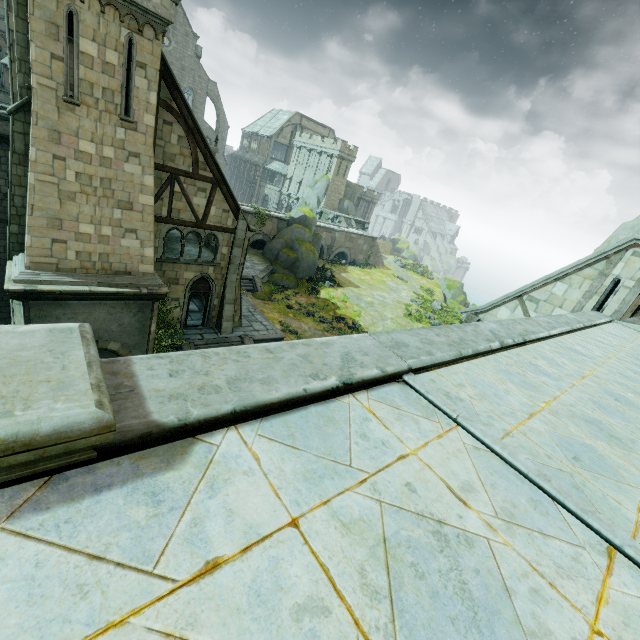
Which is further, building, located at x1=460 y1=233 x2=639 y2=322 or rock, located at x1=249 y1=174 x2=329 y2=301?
rock, located at x1=249 y1=174 x2=329 y2=301

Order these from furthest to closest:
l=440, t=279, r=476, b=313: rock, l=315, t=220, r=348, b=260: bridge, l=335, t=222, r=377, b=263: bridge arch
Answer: l=335, t=222, r=377, b=263: bridge arch
l=440, t=279, r=476, b=313: rock
l=315, t=220, r=348, b=260: bridge

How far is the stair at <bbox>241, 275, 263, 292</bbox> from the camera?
31.1 meters

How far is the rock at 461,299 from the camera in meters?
48.2

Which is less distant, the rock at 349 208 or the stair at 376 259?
the stair at 376 259

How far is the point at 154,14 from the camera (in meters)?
10.66

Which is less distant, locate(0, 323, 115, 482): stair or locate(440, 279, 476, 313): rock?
locate(0, 323, 115, 482): stair

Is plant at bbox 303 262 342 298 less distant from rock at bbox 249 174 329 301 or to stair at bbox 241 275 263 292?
rock at bbox 249 174 329 301
